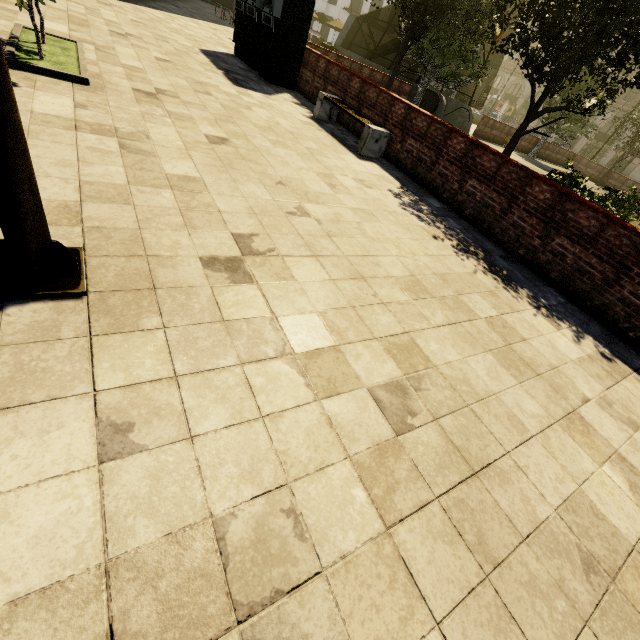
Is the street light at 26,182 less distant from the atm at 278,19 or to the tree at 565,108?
the tree at 565,108

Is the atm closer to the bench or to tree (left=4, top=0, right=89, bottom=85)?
the bench

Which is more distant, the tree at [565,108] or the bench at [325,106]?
the bench at [325,106]

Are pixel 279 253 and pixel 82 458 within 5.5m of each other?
yes

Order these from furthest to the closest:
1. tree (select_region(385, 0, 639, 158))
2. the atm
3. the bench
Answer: the atm, the bench, tree (select_region(385, 0, 639, 158))

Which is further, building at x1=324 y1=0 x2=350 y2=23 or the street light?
building at x1=324 y1=0 x2=350 y2=23

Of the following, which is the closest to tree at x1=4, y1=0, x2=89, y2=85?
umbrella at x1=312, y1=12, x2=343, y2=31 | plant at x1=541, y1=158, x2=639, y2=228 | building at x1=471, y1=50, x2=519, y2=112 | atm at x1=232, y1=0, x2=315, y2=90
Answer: plant at x1=541, y1=158, x2=639, y2=228

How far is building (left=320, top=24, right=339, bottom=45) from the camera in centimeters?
3734cm
